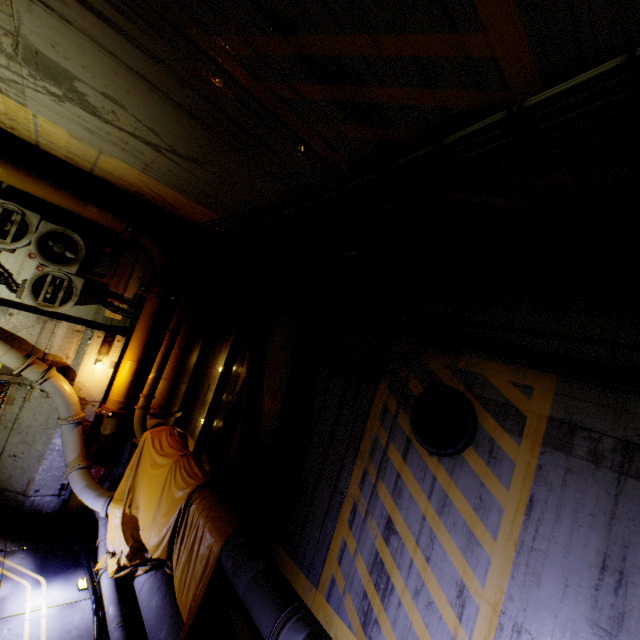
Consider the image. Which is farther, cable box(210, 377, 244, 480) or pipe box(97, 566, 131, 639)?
cable box(210, 377, 244, 480)

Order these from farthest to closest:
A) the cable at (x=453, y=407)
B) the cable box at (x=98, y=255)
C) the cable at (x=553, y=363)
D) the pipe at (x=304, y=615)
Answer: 1. the cable box at (x=98, y=255)
2. the cable at (x=453, y=407)
3. the cable at (x=553, y=363)
4. the pipe at (x=304, y=615)

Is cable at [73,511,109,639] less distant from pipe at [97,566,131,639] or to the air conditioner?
pipe at [97,566,131,639]

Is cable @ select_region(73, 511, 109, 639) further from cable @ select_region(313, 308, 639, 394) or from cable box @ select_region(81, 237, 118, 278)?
cable box @ select_region(81, 237, 118, 278)

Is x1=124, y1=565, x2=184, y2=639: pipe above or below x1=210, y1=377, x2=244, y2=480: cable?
below

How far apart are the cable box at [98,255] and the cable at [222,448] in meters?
3.6 m

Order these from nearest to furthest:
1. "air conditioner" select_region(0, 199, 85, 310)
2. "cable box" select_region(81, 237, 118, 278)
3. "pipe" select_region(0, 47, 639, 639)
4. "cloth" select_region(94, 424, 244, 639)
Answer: "pipe" select_region(0, 47, 639, 639)
"cloth" select_region(94, 424, 244, 639)
"air conditioner" select_region(0, 199, 85, 310)
"cable box" select_region(81, 237, 118, 278)

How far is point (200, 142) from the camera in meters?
4.1
